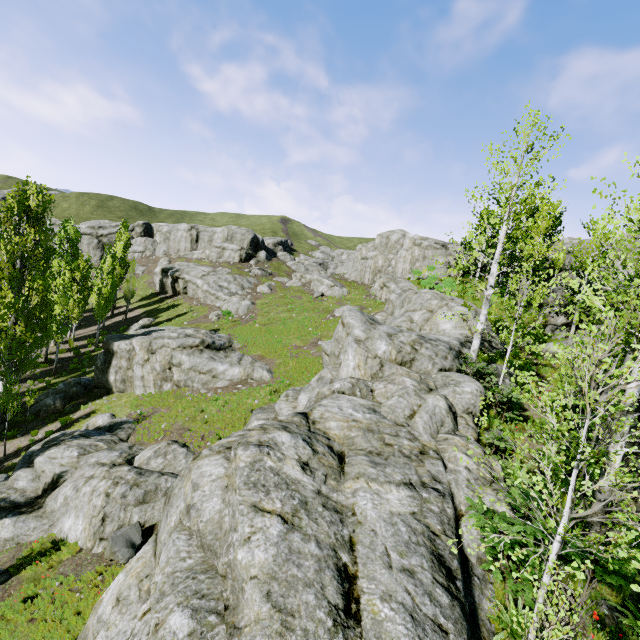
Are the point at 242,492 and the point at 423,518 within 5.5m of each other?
yes

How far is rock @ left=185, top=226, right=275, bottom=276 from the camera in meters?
56.1

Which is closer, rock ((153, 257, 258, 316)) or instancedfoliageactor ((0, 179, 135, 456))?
instancedfoliageactor ((0, 179, 135, 456))

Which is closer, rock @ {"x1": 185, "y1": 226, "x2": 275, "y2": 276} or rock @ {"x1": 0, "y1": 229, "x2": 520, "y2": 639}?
rock @ {"x1": 0, "y1": 229, "x2": 520, "y2": 639}

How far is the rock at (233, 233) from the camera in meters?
56.1 m

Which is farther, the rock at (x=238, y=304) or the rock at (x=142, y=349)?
the rock at (x=238, y=304)
